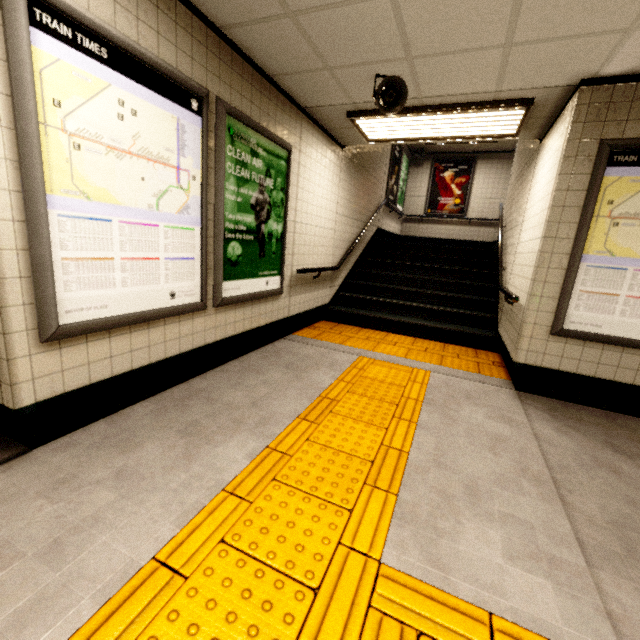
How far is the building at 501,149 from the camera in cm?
962

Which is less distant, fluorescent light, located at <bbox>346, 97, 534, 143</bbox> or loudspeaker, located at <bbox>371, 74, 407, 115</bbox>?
loudspeaker, located at <bbox>371, 74, 407, 115</bbox>

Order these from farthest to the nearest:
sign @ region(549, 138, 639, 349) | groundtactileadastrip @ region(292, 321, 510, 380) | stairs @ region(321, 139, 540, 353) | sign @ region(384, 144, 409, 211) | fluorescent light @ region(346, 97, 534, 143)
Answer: sign @ region(384, 144, 409, 211)
stairs @ region(321, 139, 540, 353)
groundtactileadastrip @ region(292, 321, 510, 380)
fluorescent light @ region(346, 97, 534, 143)
sign @ region(549, 138, 639, 349)

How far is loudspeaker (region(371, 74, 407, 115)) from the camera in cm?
284

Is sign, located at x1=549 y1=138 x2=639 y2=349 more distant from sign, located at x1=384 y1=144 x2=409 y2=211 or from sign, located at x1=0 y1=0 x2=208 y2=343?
sign, located at x1=384 y1=144 x2=409 y2=211

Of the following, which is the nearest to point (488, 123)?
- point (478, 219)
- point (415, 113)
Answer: point (415, 113)

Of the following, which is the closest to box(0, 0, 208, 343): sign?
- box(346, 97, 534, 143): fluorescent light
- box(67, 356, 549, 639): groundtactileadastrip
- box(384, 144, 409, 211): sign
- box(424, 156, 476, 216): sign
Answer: box(67, 356, 549, 639): groundtactileadastrip

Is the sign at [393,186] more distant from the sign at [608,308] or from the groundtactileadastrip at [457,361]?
the sign at [608,308]
